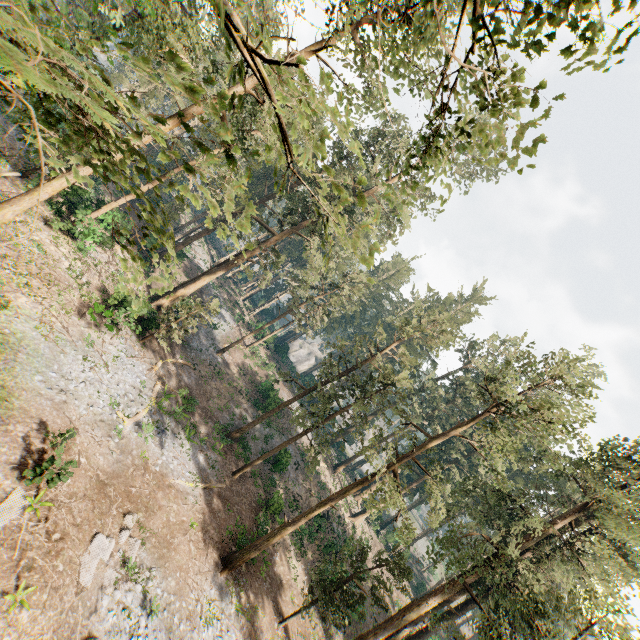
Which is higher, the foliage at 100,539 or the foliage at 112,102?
the foliage at 112,102

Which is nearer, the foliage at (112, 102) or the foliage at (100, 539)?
the foliage at (112, 102)

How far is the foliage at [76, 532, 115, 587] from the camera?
12.39m

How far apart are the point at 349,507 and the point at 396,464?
28.52m

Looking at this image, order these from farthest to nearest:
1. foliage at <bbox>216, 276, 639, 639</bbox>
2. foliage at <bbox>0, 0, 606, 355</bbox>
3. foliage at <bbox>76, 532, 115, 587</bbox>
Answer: foliage at <bbox>216, 276, 639, 639</bbox> < foliage at <bbox>76, 532, 115, 587</bbox> < foliage at <bbox>0, 0, 606, 355</bbox>

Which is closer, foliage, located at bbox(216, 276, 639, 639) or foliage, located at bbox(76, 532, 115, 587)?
foliage, located at bbox(76, 532, 115, 587)
